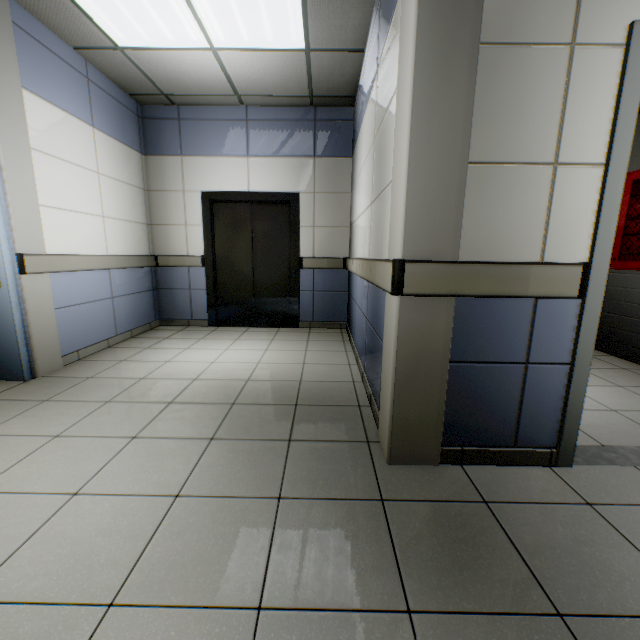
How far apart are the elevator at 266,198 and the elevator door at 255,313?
0.01m

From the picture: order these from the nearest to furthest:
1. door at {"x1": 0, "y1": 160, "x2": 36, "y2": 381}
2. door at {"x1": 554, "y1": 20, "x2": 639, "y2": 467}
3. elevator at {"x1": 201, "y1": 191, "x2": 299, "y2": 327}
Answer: door at {"x1": 554, "y1": 20, "x2": 639, "y2": 467}, door at {"x1": 0, "y1": 160, "x2": 36, "y2": 381}, elevator at {"x1": 201, "y1": 191, "x2": 299, "y2": 327}

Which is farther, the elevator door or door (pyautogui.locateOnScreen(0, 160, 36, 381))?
the elevator door

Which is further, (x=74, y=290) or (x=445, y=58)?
(x=74, y=290)

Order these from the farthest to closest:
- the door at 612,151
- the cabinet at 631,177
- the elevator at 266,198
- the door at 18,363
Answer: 1. the elevator at 266,198
2. the cabinet at 631,177
3. the door at 18,363
4. the door at 612,151

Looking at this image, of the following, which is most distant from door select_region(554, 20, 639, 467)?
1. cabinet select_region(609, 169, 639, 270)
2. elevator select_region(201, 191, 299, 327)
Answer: elevator select_region(201, 191, 299, 327)

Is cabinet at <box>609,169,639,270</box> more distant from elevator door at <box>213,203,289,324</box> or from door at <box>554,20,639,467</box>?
elevator door at <box>213,203,289,324</box>

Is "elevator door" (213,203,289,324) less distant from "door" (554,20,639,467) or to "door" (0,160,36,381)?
"door" (0,160,36,381)
